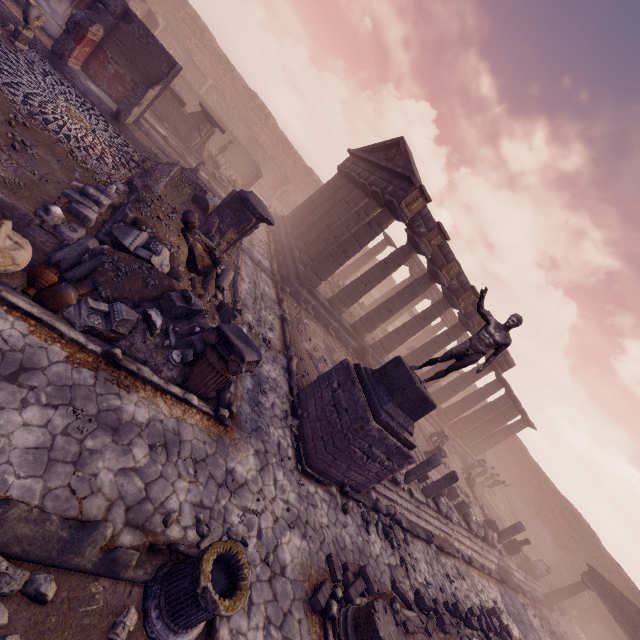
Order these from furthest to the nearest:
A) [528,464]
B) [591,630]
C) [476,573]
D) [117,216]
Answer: [528,464] → [591,630] → [476,573] → [117,216]

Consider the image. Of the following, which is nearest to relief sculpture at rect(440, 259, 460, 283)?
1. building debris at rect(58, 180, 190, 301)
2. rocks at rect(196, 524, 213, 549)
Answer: building debris at rect(58, 180, 190, 301)

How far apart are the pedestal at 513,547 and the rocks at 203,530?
20.8 meters

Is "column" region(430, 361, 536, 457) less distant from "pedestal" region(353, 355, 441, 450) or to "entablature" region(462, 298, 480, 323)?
"entablature" region(462, 298, 480, 323)

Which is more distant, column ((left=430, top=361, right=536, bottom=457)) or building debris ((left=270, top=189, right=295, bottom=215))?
building debris ((left=270, top=189, right=295, bottom=215))

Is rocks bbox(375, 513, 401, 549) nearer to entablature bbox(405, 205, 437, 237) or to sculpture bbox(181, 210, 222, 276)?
sculpture bbox(181, 210, 222, 276)

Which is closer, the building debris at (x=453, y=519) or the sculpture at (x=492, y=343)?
the sculpture at (x=492, y=343)

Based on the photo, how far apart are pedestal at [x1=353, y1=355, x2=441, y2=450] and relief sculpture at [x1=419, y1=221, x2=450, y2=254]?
8.18m
